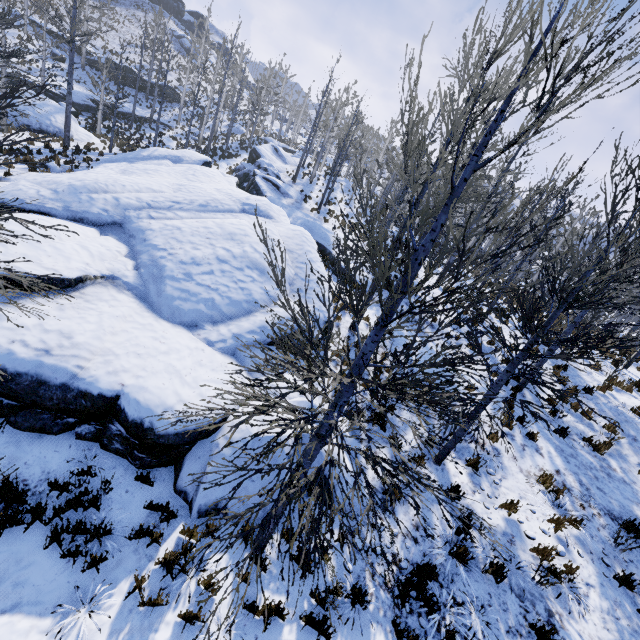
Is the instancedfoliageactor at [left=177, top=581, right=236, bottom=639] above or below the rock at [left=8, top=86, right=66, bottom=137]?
below

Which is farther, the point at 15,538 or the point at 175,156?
the point at 175,156

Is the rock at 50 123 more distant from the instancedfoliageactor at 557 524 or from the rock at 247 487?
the rock at 247 487

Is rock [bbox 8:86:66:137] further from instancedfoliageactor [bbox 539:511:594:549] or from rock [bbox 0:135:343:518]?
rock [bbox 0:135:343:518]

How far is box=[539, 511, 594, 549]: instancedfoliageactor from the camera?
6.59m

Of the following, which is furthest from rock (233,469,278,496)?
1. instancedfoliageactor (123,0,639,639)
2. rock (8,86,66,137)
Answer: rock (8,86,66,137)

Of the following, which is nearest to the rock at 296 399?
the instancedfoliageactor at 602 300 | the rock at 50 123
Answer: the instancedfoliageactor at 602 300
